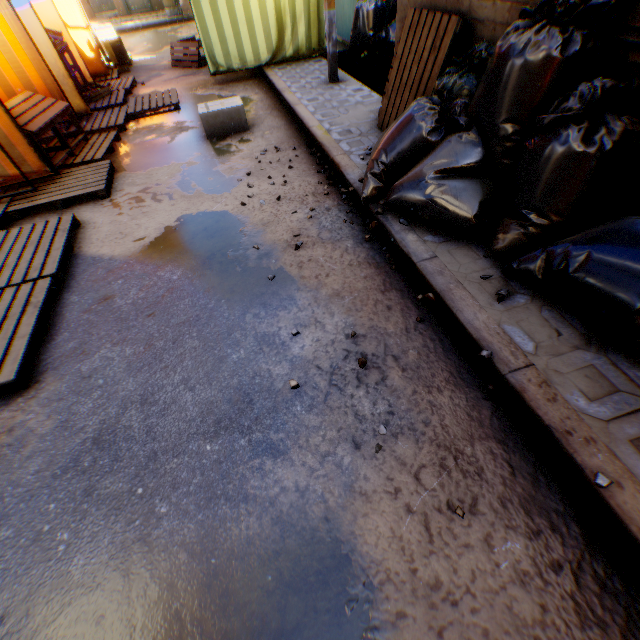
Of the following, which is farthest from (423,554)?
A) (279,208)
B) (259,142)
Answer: (259,142)

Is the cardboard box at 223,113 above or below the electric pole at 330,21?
below

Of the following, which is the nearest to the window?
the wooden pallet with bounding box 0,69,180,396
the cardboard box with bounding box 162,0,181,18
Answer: the wooden pallet with bounding box 0,69,180,396

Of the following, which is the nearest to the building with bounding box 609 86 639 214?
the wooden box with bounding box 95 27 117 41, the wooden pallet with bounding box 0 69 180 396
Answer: the wooden pallet with bounding box 0 69 180 396

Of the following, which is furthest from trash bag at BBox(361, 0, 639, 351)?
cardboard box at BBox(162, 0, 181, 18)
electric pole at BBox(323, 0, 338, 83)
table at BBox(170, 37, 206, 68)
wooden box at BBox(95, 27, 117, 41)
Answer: cardboard box at BBox(162, 0, 181, 18)

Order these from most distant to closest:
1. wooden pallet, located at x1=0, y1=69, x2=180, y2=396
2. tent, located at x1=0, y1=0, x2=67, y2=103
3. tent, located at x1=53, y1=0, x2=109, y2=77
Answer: tent, located at x1=53, y1=0, x2=109, y2=77 < tent, located at x1=0, y1=0, x2=67, y2=103 < wooden pallet, located at x1=0, y1=69, x2=180, y2=396

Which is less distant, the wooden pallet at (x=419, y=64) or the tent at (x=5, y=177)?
the wooden pallet at (x=419, y=64)

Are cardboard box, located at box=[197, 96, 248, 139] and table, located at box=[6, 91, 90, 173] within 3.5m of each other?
yes
